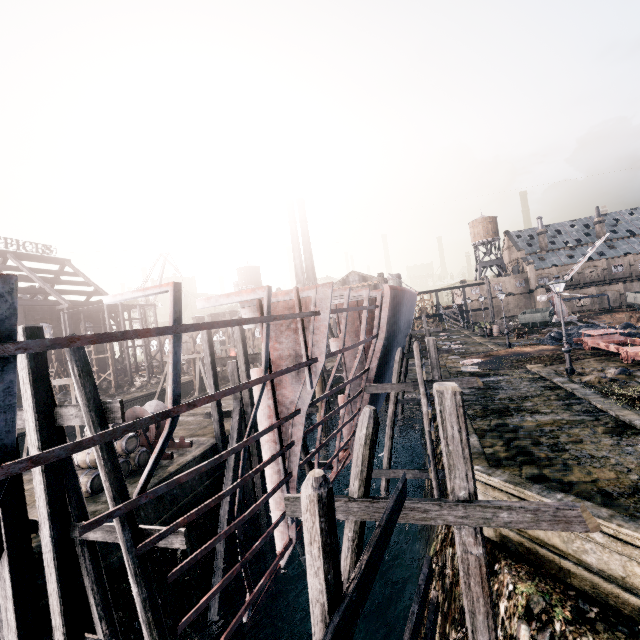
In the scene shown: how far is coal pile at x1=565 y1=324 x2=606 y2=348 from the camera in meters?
27.1 m

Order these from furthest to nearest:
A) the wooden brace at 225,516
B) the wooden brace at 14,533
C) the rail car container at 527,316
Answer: the rail car container at 527,316 → the wooden brace at 225,516 → the wooden brace at 14,533

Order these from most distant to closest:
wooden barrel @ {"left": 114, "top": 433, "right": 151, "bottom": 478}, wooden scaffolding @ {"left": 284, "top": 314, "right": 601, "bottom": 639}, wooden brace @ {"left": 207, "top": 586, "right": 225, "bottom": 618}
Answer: wooden barrel @ {"left": 114, "top": 433, "right": 151, "bottom": 478}
wooden brace @ {"left": 207, "top": 586, "right": 225, "bottom": 618}
wooden scaffolding @ {"left": 284, "top": 314, "right": 601, "bottom": 639}

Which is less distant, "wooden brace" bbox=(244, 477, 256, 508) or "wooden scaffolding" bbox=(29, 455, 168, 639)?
"wooden scaffolding" bbox=(29, 455, 168, 639)

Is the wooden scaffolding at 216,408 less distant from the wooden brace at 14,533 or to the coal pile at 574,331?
the wooden brace at 14,533

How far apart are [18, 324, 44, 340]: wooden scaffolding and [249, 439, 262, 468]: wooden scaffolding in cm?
830

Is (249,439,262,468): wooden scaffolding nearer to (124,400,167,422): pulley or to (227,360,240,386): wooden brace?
(227,360,240,386): wooden brace

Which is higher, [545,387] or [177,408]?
[177,408]
